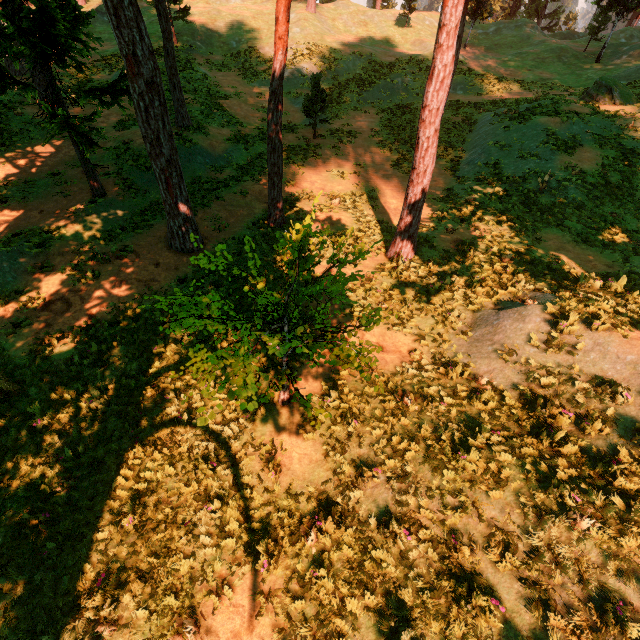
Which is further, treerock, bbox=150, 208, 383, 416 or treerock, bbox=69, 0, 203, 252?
treerock, bbox=69, 0, 203, 252

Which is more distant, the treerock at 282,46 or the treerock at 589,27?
the treerock at 589,27

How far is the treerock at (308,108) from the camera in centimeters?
1927cm

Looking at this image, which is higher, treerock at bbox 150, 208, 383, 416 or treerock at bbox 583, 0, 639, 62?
treerock at bbox 583, 0, 639, 62

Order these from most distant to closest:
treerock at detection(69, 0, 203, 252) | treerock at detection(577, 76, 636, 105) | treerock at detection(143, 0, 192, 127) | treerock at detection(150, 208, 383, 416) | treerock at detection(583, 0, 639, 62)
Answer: treerock at detection(583, 0, 639, 62) < treerock at detection(577, 76, 636, 105) < treerock at detection(143, 0, 192, 127) < treerock at detection(69, 0, 203, 252) < treerock at detection(150, 208, 383, 416)

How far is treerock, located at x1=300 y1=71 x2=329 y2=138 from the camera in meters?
19.3 m

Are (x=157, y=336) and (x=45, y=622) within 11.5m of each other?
yes
